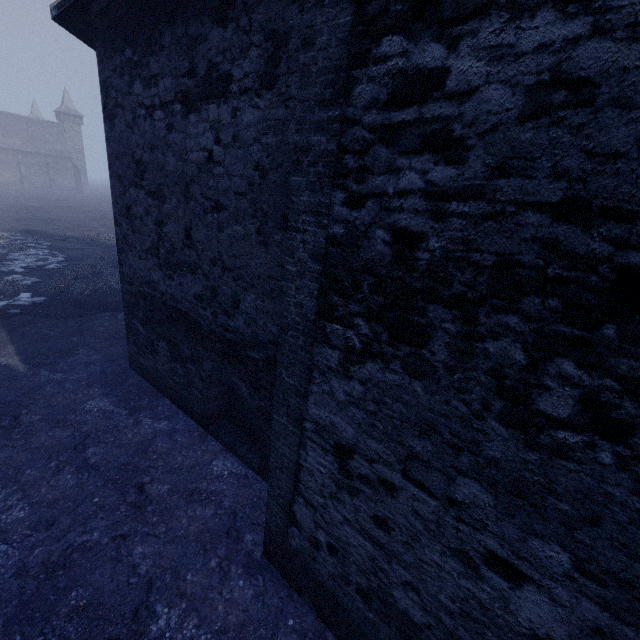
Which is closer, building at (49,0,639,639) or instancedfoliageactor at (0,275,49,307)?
building at (49,0,639,639)

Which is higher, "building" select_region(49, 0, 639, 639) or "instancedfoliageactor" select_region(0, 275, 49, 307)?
"building" select_region(49, 0, 639, 639)

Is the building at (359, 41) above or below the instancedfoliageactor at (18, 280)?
above

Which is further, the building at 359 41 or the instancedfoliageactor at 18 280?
the instancedfoliageactor at 18 280

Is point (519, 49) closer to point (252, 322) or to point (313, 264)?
point (313, 264)
